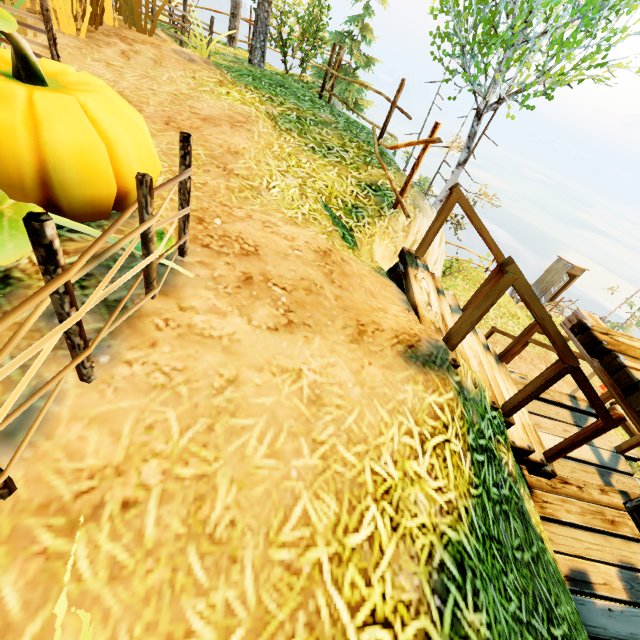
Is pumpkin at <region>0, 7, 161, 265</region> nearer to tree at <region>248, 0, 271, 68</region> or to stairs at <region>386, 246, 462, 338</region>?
stairs at <region>386, 246, 462, 338</region>

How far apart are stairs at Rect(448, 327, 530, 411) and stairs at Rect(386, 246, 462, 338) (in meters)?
0.09

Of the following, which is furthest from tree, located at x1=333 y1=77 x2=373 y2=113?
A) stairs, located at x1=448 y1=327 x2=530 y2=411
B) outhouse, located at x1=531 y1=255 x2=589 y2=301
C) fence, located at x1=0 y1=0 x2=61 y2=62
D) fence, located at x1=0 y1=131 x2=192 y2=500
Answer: outhouse, located at x1=531 y1=255 x2=589 y2=301

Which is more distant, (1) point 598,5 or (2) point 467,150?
(2) point 467,150

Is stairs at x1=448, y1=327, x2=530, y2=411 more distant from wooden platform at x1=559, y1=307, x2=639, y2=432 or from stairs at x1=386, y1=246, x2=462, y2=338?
wooden platform at x1=559, y1=307, x2=639, y2=432

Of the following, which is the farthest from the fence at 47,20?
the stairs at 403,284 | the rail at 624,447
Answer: the rail at 624,447

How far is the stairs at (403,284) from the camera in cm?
295

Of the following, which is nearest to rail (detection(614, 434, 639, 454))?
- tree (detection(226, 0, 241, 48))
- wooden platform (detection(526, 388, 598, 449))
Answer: wooden platform (detection(526, 388, 598, 449))
